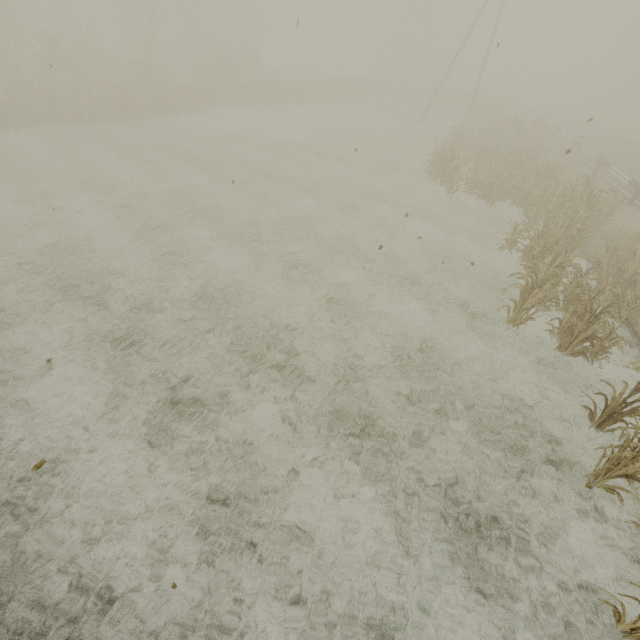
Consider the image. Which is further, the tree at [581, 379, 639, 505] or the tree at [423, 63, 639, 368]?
the tree at [423, 63, 639, 368]

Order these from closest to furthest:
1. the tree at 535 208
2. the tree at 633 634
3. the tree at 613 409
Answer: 1. the tree at 633 634
2. the tree at 613 409
3. the tree at 535 208

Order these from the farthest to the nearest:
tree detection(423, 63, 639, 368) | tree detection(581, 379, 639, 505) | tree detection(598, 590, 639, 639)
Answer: tree detection(423, 63, 639, 368), tree detection(581, 379, 639, 505), tree detection(598, 590, 639, 639)

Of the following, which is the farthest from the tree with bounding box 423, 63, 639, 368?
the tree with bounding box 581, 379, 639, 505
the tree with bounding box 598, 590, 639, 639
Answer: the tree with bounding box 598, 590, 639, 639

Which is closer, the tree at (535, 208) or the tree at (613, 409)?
the tree at (613, 409)

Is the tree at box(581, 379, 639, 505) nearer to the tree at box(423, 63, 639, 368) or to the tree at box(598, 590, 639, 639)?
the tree at box(598, 590, 639, 639)

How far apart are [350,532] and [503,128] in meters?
25.6 m
